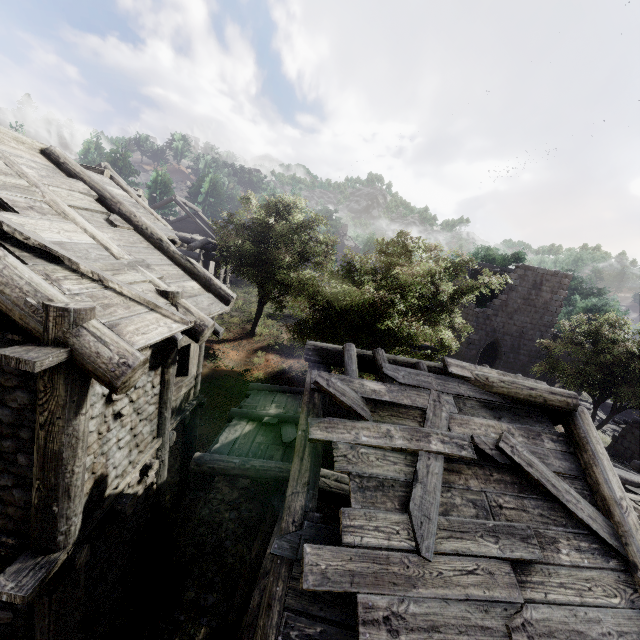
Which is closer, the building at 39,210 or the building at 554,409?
the building at 39,210

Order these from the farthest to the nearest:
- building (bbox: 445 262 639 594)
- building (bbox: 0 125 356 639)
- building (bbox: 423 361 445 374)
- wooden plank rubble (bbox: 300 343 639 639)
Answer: building (bbox: 423 361 445 374), building (bbox: 445 262 639 594), building (bbox: 0 125 356 639), wooden plank rubble (bbox: 300 343 639 639)

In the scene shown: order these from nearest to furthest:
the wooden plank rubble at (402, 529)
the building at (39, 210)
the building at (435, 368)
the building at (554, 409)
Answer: the wooden plank rubble at (402, 529)
the building at (39, 210)
the building at (554, 409)
the building at (435, 368)

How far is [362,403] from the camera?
5.0m

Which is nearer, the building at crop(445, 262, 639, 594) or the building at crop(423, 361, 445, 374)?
the building at crop(445, 262, 639, 594)

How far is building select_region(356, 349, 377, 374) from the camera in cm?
623

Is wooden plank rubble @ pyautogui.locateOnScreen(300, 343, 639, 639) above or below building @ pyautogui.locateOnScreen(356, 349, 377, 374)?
below

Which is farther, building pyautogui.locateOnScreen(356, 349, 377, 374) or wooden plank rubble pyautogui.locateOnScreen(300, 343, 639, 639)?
building pyautogui.locateOnScreen(356, 349, 377, 374)
